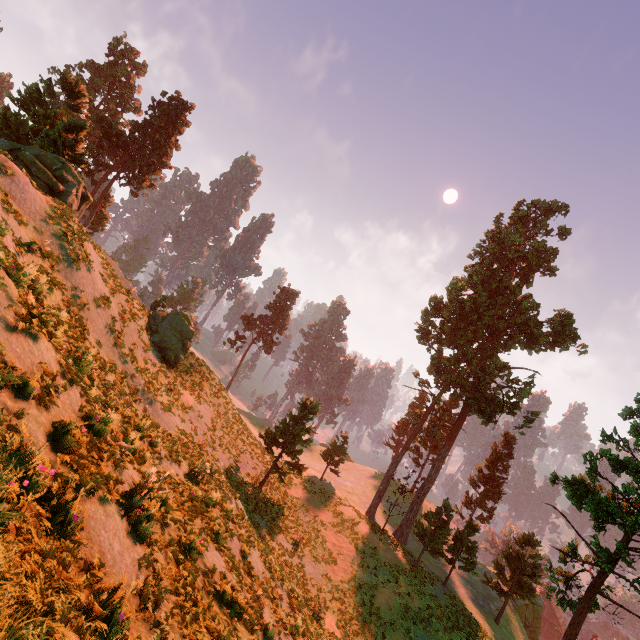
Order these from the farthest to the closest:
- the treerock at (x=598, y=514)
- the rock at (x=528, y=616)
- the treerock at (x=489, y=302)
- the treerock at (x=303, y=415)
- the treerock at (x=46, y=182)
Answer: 1. the rock at (x=528, y=616)
2. the treerock at (x=489, y=302)
3. the treerock at (x=303, y=415)
4. the treerock at (x=46, y=182)
5. the treerock at (x=598, y=514)

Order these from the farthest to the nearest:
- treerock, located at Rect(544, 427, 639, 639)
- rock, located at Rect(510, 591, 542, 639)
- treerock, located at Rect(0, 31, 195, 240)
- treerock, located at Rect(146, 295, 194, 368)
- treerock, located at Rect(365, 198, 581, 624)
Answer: rock, located at Rect(510, 591, 542, 639), treerock, located at Rect(365, 198, 581, 624), treerock, located at Rect(146, 295, 194, 368), treerock, located at Rect(0, 31, 195, 240), treerock, located at Rect(544, 427, 639, 639)

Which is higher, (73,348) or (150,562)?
(73,348)

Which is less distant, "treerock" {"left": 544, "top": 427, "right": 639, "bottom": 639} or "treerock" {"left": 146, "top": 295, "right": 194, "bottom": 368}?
"treerock" {"left": 544, "top": 427, "right": 639, "bottom": 639}

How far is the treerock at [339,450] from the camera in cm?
3709

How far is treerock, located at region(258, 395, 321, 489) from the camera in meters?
26.5

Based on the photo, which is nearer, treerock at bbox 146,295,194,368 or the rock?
treerock at bbox 146,295,194,368
